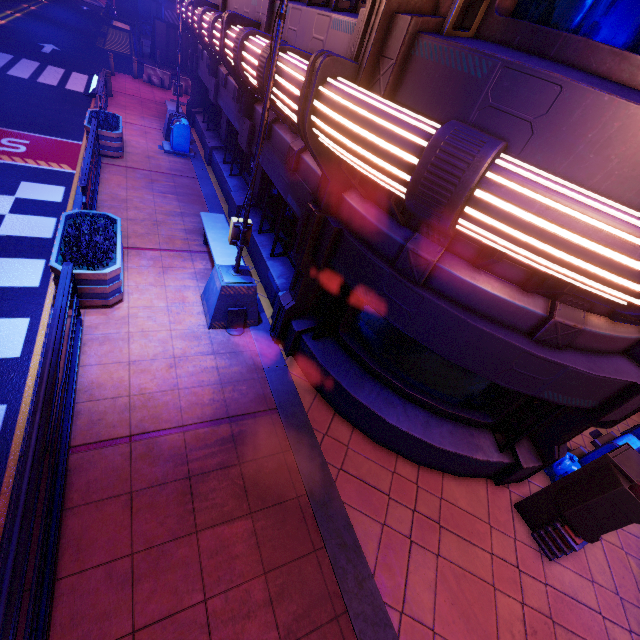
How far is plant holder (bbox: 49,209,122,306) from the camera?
5.6m

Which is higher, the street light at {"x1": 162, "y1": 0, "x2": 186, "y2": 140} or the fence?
the street light at {"x1": 162, "y1": 0, "x2": 186, "y2": 140}

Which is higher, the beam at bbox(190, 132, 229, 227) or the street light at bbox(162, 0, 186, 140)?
the street light at bbox(162, 0, 186, 140)

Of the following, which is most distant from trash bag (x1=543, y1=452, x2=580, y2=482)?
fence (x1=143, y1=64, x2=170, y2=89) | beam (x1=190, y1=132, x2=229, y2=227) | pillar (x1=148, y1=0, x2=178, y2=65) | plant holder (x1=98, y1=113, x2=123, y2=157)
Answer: pillar (x1=148, y1=0, x2=178, y2=65)

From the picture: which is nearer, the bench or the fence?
the bench

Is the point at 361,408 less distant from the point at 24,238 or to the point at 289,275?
the point at 289,275

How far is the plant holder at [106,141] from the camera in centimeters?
1043cm

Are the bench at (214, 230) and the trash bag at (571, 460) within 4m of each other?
no
